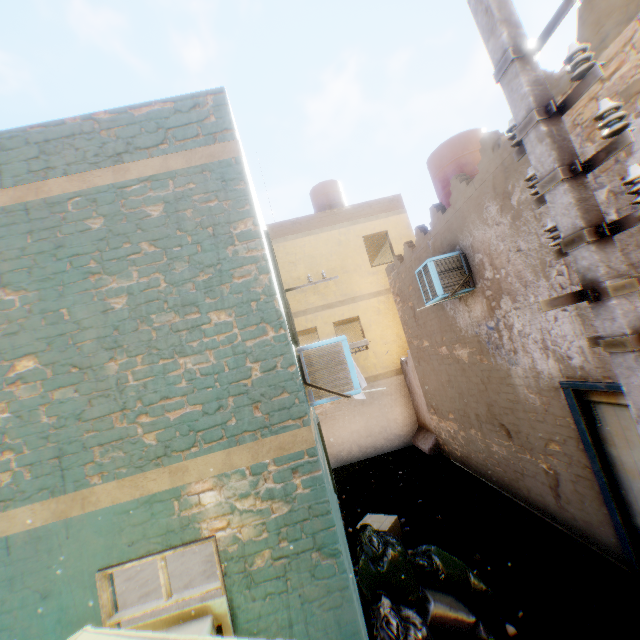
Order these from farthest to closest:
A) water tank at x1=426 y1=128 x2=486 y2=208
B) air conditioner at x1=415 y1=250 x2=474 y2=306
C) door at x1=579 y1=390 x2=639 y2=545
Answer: water tank at x1=426 y1=128 x2=486 y2=208
air conditioner at x1=415 y1=250 x2=474 y2=306
door at x1=579 y1=390 x2=639 y2=545

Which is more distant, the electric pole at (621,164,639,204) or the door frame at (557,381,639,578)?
the door frame at (557,381,639,578)

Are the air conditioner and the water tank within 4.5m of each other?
yes

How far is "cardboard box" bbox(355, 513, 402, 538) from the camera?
6.2m

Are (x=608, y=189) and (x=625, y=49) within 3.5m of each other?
yes

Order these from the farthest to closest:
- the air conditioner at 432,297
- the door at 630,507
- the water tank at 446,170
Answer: the water tank at 446,170
the air conditioner at 432,297
the door at 630,507

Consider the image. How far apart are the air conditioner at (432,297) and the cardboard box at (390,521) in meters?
4.2

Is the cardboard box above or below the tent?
below
